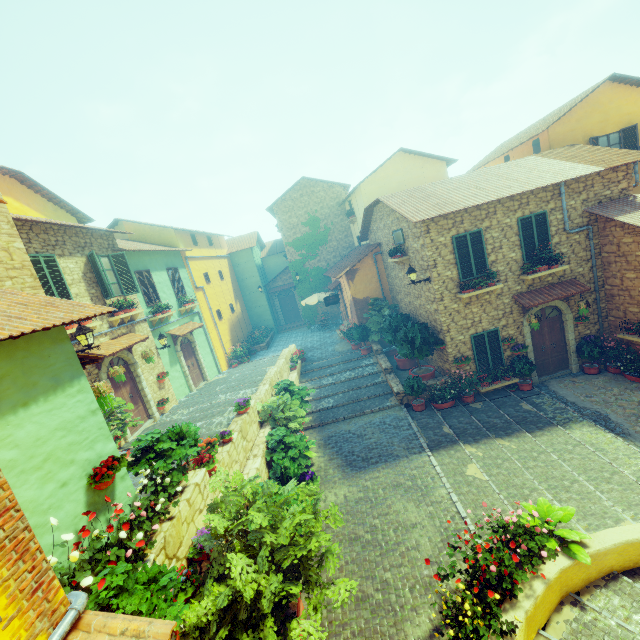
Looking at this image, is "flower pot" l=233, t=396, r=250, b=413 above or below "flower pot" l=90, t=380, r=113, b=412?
below

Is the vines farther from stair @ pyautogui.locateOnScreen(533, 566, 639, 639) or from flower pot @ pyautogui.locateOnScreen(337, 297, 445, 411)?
stair @ pyautogui.locateOnScreen(533, 566, 639, 639)

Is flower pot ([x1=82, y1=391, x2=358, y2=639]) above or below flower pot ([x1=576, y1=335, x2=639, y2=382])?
above

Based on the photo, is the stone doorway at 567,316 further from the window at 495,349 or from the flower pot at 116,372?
the flower pot at 116,372

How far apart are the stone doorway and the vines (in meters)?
14.89

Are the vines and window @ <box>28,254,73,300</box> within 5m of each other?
no

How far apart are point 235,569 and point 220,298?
18.6m

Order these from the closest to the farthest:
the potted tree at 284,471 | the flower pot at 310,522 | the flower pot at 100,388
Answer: the flower pot at 310,522, the flower pot at 100,388, the potted tree at 284,471
